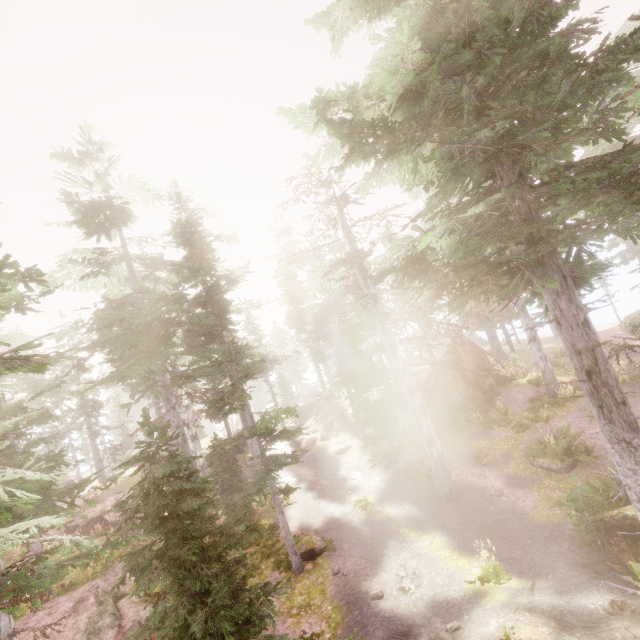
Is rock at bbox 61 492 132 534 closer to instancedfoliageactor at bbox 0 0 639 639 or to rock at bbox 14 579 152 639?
instancedfoliageactor at bbox 0 0 639 639

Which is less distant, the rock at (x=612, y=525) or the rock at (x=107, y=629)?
the rock at (x=612, y=525)

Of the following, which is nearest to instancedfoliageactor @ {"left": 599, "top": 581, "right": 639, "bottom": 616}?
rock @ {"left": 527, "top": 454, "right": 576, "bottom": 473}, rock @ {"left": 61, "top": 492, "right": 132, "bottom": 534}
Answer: rock @ {"left": 527, "top": 454, "right": 576, "bottom": 473}

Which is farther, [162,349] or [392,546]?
[162,349]

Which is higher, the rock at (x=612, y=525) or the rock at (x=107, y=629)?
the rock at (x=107, y=629)

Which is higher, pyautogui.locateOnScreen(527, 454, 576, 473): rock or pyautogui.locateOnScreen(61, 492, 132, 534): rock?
pyautogui.locateOnScreen(61, 492, 132, 534): rock

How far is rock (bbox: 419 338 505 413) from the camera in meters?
22.3
